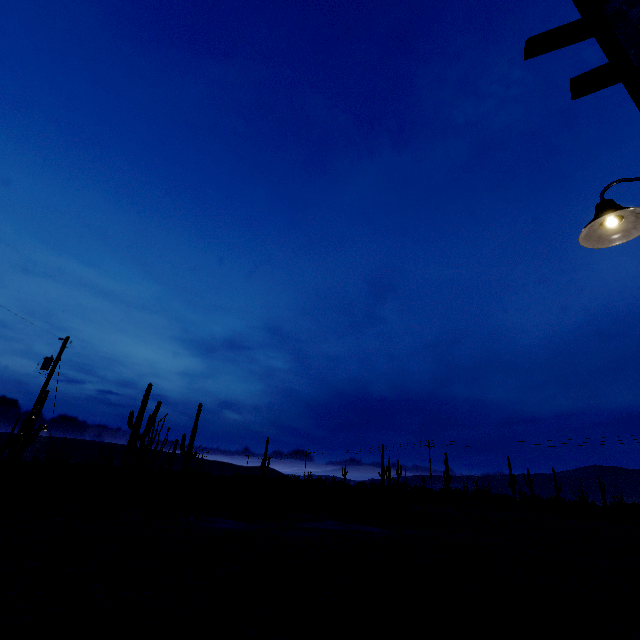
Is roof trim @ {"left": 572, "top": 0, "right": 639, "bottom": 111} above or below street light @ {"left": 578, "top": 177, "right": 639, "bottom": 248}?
above

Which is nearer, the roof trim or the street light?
the roof trim

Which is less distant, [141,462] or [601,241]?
[601,241]

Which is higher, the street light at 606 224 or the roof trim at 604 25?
the roof trim at 604 25

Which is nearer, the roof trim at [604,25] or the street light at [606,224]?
the roof trim at [604,25]
